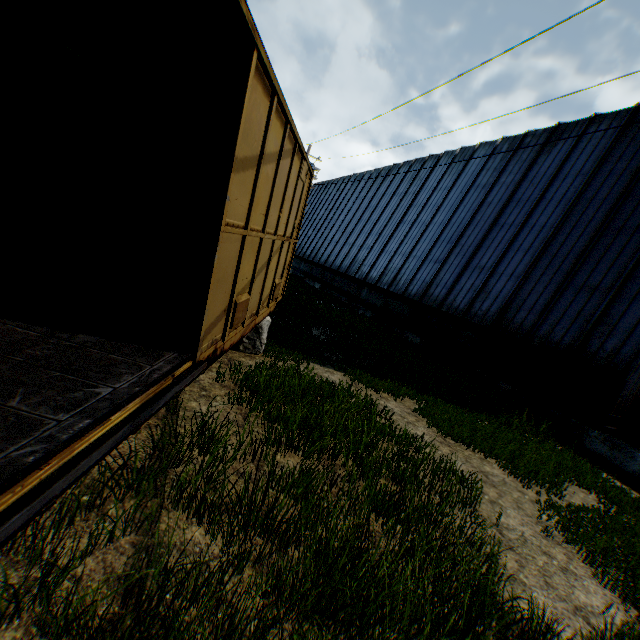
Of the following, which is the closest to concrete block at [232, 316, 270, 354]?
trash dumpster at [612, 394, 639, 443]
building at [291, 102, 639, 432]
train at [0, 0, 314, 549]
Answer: train at [0, 0, 314, 549]

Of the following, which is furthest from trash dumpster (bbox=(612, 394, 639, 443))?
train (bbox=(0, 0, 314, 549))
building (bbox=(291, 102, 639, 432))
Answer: train (bbox=(0, 0, 314, 549))

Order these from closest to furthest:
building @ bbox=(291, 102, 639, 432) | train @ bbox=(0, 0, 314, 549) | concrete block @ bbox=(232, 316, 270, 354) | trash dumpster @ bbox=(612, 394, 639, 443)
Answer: train @ bbox=(0, 0, 314, 549)
concrete block @ bbox=(232, 316, 270, 354)
trash dumpster @ bbox=(612, 394, 639, 443)
building @ bbox=(291, 102, 639, 432)

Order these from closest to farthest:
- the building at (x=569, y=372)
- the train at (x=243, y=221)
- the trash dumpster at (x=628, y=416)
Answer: the train at (x=243, y=221)
the trash dumpster at (x=628, y=416)
the building at (x=569, y=372)

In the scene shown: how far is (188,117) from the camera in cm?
636

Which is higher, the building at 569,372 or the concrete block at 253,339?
the building at 569,372

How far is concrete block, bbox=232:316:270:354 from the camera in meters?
6.9
